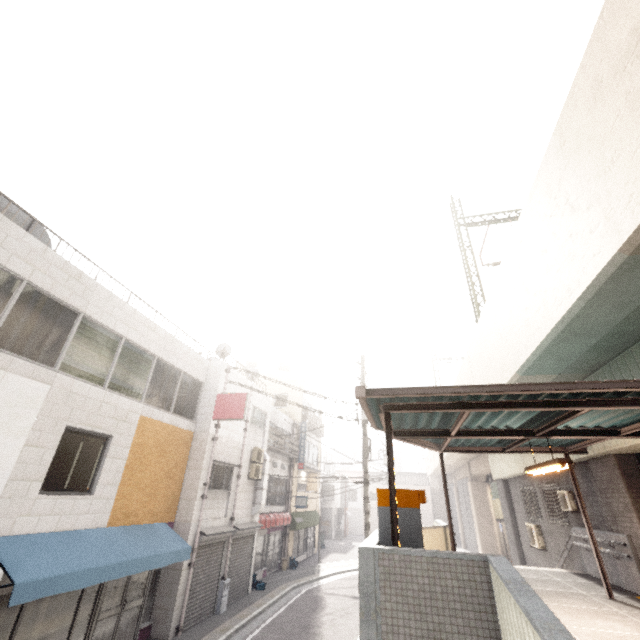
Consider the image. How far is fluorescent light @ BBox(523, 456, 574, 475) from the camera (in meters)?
5.60

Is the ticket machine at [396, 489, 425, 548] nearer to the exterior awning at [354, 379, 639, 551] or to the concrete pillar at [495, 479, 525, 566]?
the exterior awning at [354, 379, 639, 551]

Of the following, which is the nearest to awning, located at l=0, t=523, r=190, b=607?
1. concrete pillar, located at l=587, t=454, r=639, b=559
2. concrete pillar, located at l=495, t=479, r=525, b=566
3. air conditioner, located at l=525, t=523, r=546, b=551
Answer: concrete pillar, located at l=587, t=454, r=639, b=559

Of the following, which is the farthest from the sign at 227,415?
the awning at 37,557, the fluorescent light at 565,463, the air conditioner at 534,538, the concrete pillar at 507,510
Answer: the concrete pillar at 507,510

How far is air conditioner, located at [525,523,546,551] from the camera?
13.05m

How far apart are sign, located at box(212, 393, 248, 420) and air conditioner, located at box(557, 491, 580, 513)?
11.4m

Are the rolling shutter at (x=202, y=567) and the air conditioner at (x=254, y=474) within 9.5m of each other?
yes

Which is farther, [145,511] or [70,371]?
[145,511]
